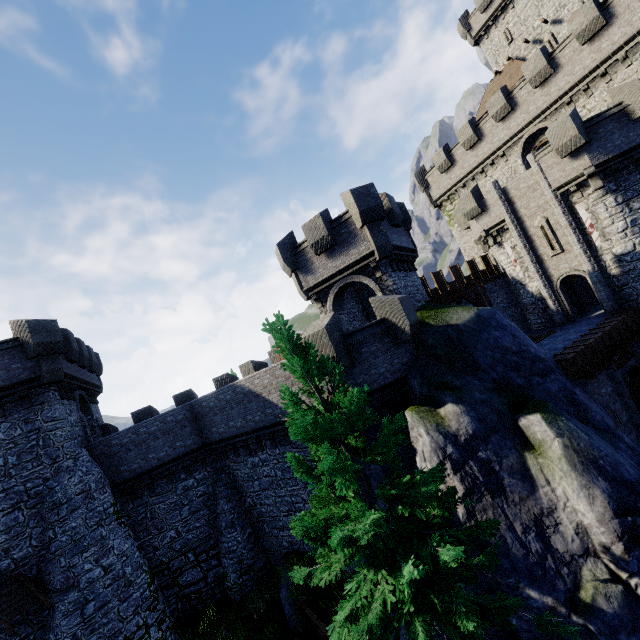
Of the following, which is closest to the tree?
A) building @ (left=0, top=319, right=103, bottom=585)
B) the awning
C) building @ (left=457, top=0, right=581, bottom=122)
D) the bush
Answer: the bush

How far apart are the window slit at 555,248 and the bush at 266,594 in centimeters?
2553cm

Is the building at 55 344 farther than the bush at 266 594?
No

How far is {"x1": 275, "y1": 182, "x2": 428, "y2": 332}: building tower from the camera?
15.88m

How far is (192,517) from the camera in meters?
18.1

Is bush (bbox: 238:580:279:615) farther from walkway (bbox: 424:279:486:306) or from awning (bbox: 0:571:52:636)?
walkway (bbox: 424:279:486:306)

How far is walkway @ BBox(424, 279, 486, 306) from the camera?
17.7 meters

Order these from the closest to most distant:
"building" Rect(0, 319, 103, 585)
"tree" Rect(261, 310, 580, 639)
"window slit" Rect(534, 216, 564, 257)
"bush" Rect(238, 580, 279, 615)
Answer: "tree" Rect(261, 310, 580, 639), "building" Rect(0, 319, 103, 585), "bush" Rect(238, 580, 279, 615), "window slit" Rect(534, 216, 564, 257)
